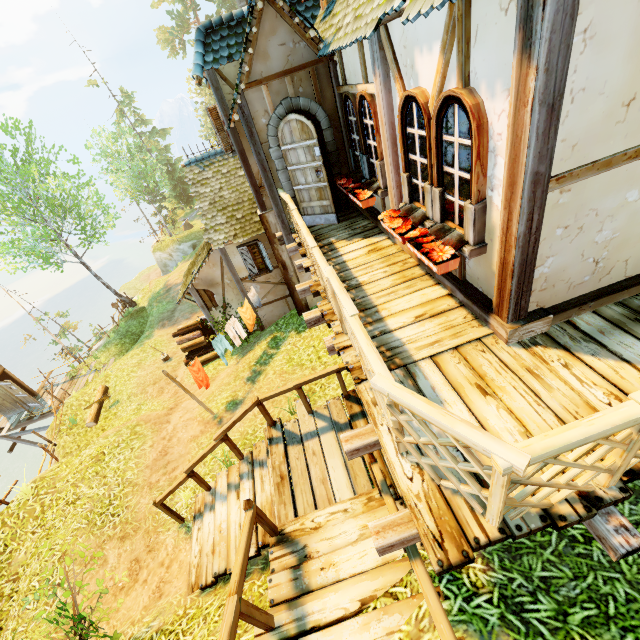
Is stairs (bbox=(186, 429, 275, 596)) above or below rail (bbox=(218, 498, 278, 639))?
below

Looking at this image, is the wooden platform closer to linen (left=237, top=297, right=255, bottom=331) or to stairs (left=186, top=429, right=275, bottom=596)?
stairs (left=186, top=429, right=275, bottom=596)

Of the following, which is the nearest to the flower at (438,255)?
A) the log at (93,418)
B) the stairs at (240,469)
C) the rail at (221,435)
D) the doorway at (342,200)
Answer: the rail at (221,435)

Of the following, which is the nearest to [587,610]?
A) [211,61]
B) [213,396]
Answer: [213,396]

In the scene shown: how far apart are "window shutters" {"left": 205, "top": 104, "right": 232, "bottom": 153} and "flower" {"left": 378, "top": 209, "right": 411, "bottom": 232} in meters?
6.4 m

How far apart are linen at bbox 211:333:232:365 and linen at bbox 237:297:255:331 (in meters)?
0.96

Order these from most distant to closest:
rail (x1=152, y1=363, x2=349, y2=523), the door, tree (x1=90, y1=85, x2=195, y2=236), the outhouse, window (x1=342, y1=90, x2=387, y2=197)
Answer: tree (x1=90, y1=85, x2=195, y2=236) → the outhouse → the door → rail (x1=152, y1=363, x2=349, y2=523) → window (x1=342, y1=90, x2=387, y2=197)

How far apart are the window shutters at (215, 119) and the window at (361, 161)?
4.30m
